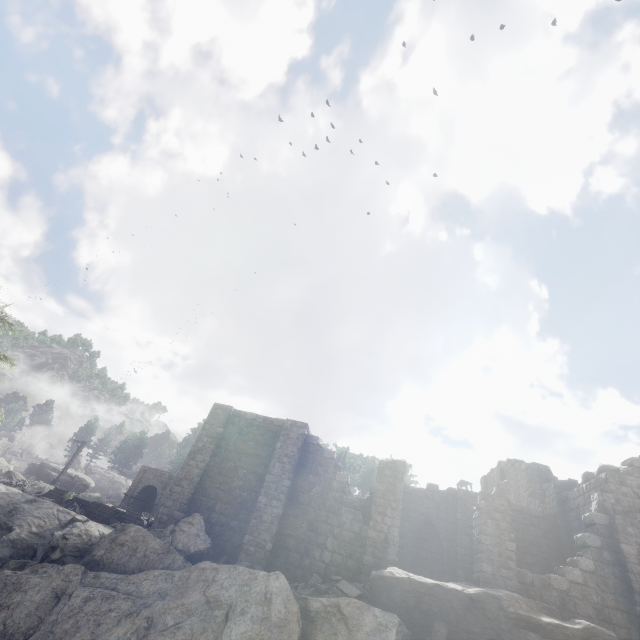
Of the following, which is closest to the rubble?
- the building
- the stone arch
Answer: the building

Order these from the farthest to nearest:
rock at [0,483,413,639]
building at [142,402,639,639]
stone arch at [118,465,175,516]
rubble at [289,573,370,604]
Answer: stone arch at [118,465,175,516]
building at [142,402,639,639]
rubble at [289,573,370,604]
rock at [0,483,413,639]

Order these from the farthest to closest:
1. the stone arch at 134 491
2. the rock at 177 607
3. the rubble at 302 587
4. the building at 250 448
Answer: the stone arch at 134 491
the building at 250 448
the rubble at 302 587
the rock at 177 607

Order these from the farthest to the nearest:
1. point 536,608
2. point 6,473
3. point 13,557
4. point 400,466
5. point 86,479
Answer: point 86,479, point 6,473, point 400,466, point 13,557, point 536,608

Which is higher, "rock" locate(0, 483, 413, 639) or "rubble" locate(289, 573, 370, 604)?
"rubble" locate(289, 573, 370, 604)

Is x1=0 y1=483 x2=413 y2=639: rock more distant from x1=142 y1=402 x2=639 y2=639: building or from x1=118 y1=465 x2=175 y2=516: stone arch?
x1=118 y1=465 x2=175 y2=516: stone arch

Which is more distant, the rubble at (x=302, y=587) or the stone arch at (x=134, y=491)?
the stone arch at (x=134, y=491)

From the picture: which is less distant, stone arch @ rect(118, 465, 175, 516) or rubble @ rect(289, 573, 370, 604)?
rubble @ rect(289, 573, 370, 604)
